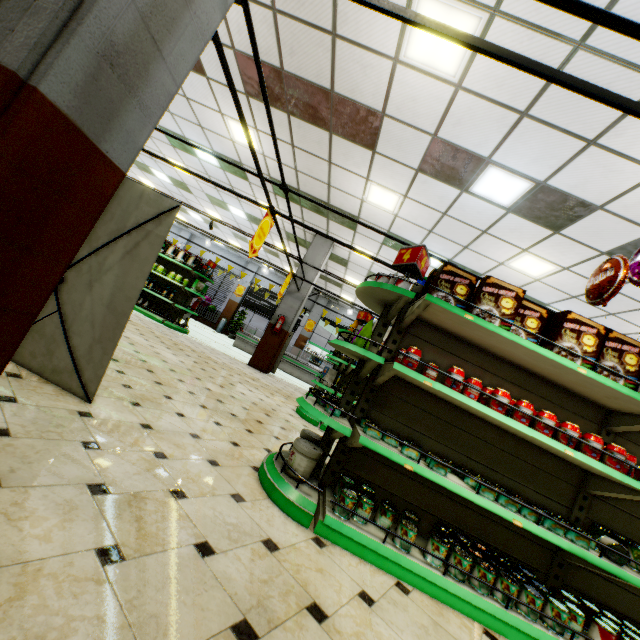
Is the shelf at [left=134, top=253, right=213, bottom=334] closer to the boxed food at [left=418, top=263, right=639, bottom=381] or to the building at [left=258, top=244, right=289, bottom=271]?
the building at [left=258, top=244, right=289, bottom=271]

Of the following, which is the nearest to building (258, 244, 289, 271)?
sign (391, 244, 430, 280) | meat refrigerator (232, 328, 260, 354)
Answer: meat refrigerator (232, 328, 260, 354)

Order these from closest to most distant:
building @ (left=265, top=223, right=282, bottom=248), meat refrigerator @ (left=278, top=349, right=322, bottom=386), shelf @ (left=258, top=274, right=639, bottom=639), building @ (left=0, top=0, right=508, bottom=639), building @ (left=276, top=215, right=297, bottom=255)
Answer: building @ (left=0, top=0, right=508, bottom=639)
shelf @ (left=258, top=274, right=639, bottom=639)
building @ (left=276, top=215, right=297, bottom=255)
building @ (left=265, top=223, right=282, bottom=248)
meat refrigerator @ (left=278, top=349, right=322, bottom=386)

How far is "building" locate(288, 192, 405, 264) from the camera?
9.1 meters

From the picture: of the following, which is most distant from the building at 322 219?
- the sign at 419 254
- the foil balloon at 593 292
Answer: the sign at 419 254

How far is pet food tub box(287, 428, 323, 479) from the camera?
2.59m

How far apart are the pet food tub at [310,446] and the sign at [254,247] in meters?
3.2 m

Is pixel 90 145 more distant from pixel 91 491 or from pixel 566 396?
pixel 566 396
